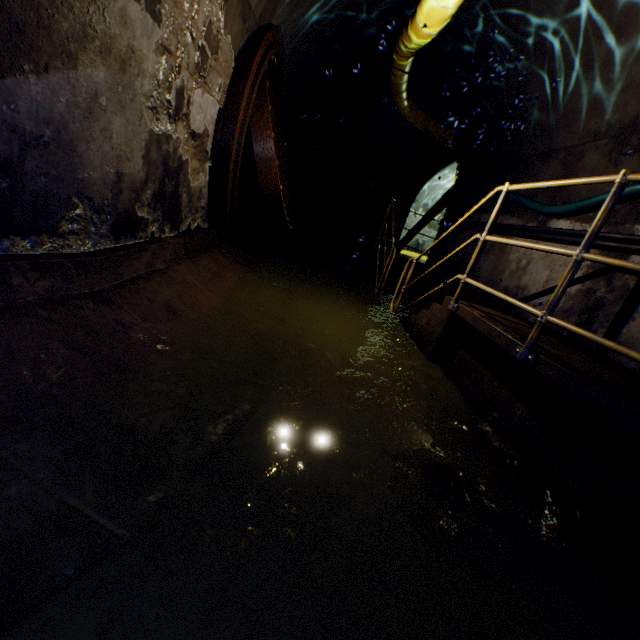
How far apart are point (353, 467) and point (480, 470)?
0.9m

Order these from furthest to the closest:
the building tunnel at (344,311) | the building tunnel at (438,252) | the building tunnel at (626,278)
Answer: the building tunnel at (438,252) < the building tunnel at (626,278) < the building tunnel at (344,311)

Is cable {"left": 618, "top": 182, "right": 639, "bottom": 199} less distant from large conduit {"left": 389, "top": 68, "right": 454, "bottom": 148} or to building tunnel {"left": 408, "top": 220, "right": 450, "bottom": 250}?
building tunnel {"left": 408, "top": 220, "right": 450, "bottom": 250}

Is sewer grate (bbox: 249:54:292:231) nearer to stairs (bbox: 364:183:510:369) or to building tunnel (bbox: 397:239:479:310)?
building tunnel (bbox: 397:239:479:310)

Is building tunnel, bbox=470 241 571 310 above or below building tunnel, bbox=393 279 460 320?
above

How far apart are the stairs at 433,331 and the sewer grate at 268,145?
2.06m

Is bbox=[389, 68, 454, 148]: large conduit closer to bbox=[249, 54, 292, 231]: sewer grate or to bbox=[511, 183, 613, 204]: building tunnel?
bbox=[511, 183, 613, 204]: building tunnel

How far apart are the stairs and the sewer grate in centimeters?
206cm
